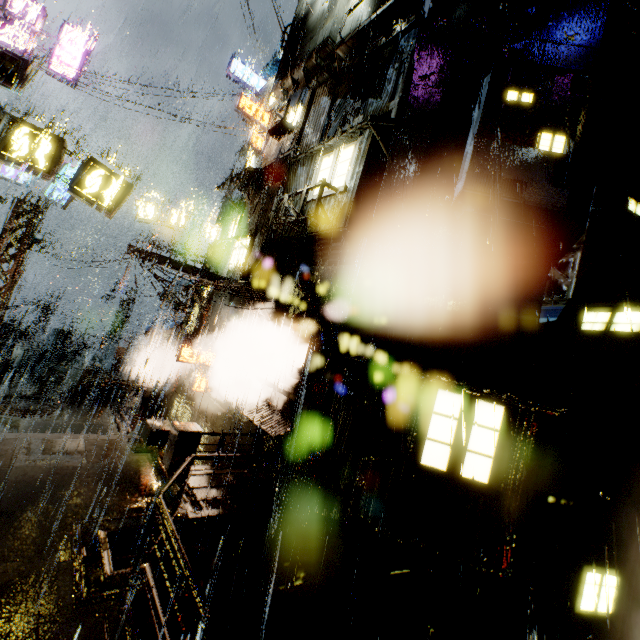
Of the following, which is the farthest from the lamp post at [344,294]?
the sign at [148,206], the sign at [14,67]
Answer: the sign at [148,206]

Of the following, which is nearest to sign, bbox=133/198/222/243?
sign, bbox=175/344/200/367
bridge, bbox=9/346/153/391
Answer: sign, bbox=175/344/200/367

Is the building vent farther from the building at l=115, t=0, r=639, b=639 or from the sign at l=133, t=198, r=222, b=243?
the sign at l=133, t=198, r=222, b=243

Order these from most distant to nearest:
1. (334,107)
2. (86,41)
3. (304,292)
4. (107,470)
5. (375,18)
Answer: (86,41)
(334,107)
(304,292)
(375,18)
(107,470)

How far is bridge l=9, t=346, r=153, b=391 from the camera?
20.0m

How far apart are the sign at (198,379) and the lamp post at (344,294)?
8.1m

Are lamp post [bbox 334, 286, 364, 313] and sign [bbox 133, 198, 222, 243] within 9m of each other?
no

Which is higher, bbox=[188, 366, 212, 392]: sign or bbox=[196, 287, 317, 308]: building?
bbox=[196, 287, 317, 308]: building
